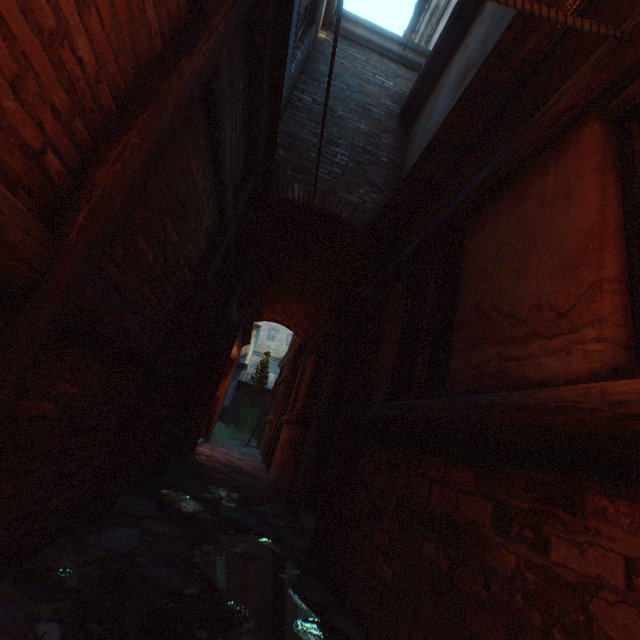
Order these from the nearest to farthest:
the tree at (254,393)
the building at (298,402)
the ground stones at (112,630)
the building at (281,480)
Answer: the ground stones at (112,630), the building at (281,480), the building at (298,402), the tree at (254,393)

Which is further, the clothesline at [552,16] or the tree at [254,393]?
the tree at [254,393]

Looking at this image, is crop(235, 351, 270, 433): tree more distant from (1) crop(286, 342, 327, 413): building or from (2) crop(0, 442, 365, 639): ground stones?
(2) crop(0, 442, 365, 639): ground stones

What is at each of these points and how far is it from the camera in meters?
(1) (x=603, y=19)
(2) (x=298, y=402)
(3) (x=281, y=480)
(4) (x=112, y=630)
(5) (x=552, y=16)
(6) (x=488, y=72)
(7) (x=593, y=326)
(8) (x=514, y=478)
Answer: (1) building, 1.7 m
(2) building, 7.4 m
(3) building, 6.3 m
(4) ground stones, 1.4 m
(5) clothesline, 1.3 m
(6) building, 2.5 m
(7) building, 1.2 m
(8) building, 1.3 m

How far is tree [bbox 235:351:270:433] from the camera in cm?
1777

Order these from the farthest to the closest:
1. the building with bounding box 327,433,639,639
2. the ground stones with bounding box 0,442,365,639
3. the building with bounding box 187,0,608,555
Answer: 1. the building with bounding box 187,0,608,555
2. the ground stones with bounding box 0,442,365,639
3. the building with bounding box 327,433,639,639

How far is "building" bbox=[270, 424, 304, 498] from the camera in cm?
571

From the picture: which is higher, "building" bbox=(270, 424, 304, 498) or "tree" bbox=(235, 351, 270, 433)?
"tree" bbox=(235, 351, 270, 433)
